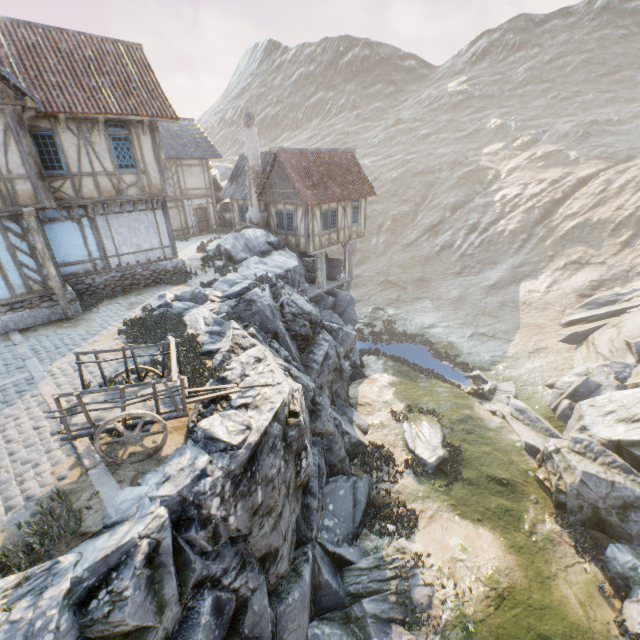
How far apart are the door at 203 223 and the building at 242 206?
2.9 meters

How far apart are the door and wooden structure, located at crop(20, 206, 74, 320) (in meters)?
16.42

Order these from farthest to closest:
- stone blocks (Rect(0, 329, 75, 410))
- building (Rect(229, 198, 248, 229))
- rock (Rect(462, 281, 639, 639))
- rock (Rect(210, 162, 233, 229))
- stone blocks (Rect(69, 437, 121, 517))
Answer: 1. rock (Rect(210, 162, 233, 229))
2. building (Rect(229, 198, 248, 229))
3. rock (Rect(462, 281, 639, 639))
4. stone blocks (Rect(0, 329, 75, 410))
5. stone blocks (Rect(69, 437, 121, 517))

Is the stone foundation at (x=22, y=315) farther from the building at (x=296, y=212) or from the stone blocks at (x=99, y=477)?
the building at (x=296, y=212)

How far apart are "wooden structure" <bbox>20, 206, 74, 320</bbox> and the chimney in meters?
12.5 m

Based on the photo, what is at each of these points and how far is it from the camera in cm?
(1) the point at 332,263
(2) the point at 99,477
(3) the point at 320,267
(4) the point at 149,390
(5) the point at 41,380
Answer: (1) rock, 2512
(2) stone blocks, 589
(3) wooden structure, 2248
(4) wagon, 699
(5) stone blocks, 867

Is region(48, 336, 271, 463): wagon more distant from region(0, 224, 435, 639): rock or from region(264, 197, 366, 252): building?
region(264, 197, 366, 252): building

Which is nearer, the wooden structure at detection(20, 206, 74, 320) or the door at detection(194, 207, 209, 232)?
the wooden structure at detection(20, 206, 74, 320)
